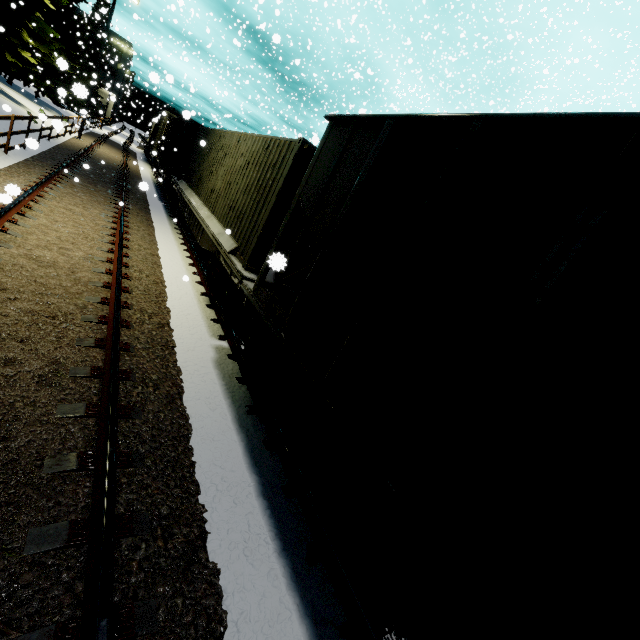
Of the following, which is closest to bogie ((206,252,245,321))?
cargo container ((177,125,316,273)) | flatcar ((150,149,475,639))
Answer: cargo container ((177,125,316,273))

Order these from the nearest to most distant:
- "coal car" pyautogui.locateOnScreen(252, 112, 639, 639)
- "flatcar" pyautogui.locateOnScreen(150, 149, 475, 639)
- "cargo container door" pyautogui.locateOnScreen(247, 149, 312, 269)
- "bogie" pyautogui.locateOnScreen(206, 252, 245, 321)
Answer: "coal car" pyautogui.locateOnScreen(252, 112, 639, 639) → "flatcar" pyautogui.locateOnScreen(150, 149, 475, 639) → "cargo container door" pyautogui.locateOnScreen(247, 149, 312, 269) → "bogie" pyautogui.locateOnScreen(206, 252, 245, 321)

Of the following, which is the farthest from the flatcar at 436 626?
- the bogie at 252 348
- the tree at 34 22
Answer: the tree at 34 22

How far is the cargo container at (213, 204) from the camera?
6.3 meters

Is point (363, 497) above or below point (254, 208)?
below

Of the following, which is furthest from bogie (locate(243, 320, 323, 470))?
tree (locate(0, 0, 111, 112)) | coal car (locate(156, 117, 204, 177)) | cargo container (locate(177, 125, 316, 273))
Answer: tree (locate(0, 0, 111, 112))

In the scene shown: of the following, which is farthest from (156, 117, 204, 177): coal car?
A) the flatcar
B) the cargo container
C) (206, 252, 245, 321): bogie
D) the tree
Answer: the flatcar

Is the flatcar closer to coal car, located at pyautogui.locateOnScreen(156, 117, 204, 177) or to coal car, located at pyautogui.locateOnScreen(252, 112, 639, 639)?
coal car, located at pyautogui.locateOnScreen(252, 112, 639, 639)
